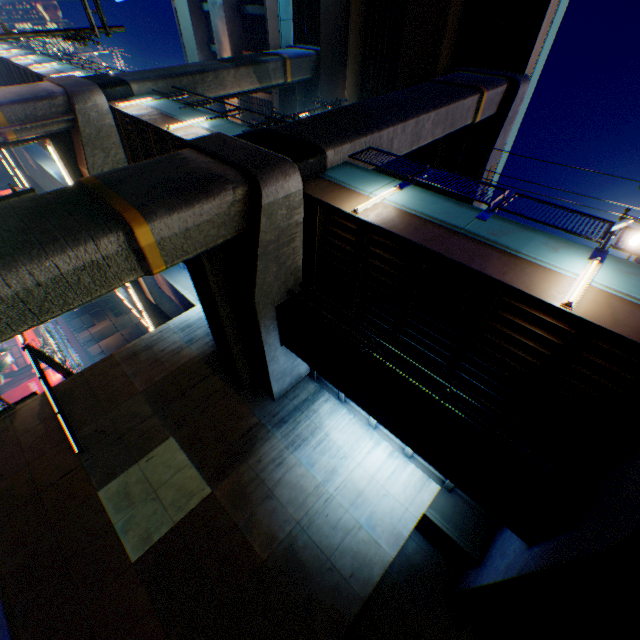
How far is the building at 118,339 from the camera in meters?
57.9 m

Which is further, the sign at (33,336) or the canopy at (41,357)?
the sign at (33,336)

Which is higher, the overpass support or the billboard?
the overpass support

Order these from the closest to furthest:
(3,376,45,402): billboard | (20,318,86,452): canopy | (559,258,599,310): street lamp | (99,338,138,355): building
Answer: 1. (559,258,599,310): street lamp
2. (20,318,86,452): canopy
3. (3,376,45,402): billboard
4. (99,338,138,355): building

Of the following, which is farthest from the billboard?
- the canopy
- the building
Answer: the building

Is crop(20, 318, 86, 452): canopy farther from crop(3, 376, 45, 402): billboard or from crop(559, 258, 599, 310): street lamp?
crop(559, 258, 599, 310): street lamp

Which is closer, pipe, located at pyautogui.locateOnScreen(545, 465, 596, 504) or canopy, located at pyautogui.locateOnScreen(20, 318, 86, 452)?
pipe, located at pyautogui.locateOnScreen(545, 465, 596, 504)

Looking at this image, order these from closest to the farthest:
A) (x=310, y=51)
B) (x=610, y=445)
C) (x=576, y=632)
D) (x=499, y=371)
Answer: (x=610, y=445)
(x=576, y=632)
(x=499, y=371)
(x=310, y=51)
